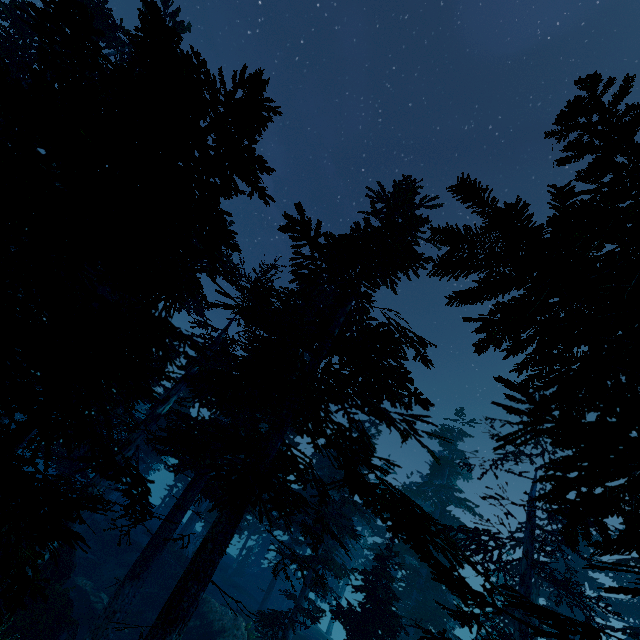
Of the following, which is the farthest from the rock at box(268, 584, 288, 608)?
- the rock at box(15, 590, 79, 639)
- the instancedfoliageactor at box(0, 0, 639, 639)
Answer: the rock at box(15, 590, 79, 639)

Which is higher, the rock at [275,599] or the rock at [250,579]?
the rock at [275,599]

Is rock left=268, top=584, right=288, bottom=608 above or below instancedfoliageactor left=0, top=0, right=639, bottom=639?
below

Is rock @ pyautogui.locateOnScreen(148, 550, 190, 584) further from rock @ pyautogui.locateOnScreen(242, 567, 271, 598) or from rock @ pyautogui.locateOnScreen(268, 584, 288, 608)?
rock @ pyautogui.locateOnScreen(268, 584, 288, 608)

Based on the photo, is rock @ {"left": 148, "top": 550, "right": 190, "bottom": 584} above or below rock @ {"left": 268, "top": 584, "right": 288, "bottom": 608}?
above

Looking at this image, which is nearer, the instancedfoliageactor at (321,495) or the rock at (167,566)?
the instancedfoliageactor at (321,495)

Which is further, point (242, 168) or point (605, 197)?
point (242, 168)

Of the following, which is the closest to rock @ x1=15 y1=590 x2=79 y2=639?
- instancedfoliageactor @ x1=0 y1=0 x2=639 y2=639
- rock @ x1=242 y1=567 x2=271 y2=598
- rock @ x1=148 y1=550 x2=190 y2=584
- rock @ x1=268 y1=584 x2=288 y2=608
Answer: instancedfoliageactor @ x1=0 y1=0 x2=639 y2=639
